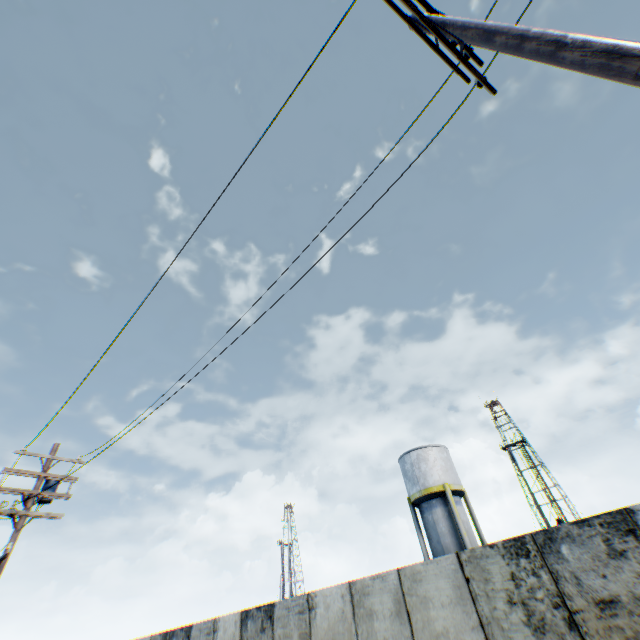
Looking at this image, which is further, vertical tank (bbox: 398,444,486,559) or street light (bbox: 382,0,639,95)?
vertical tank (bbox: 398,444,486,559)

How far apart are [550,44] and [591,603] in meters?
6.2

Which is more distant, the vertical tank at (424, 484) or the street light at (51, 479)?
the vertical tank at (424, 484)

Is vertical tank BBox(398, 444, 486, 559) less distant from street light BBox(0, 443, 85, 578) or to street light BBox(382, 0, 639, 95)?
street light BBox(0, 443, 85, 578)

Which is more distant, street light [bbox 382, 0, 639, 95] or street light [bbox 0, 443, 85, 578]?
street light [bbox 0, 443, 85, 578]

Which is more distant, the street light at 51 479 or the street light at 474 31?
the street light at 51 479
